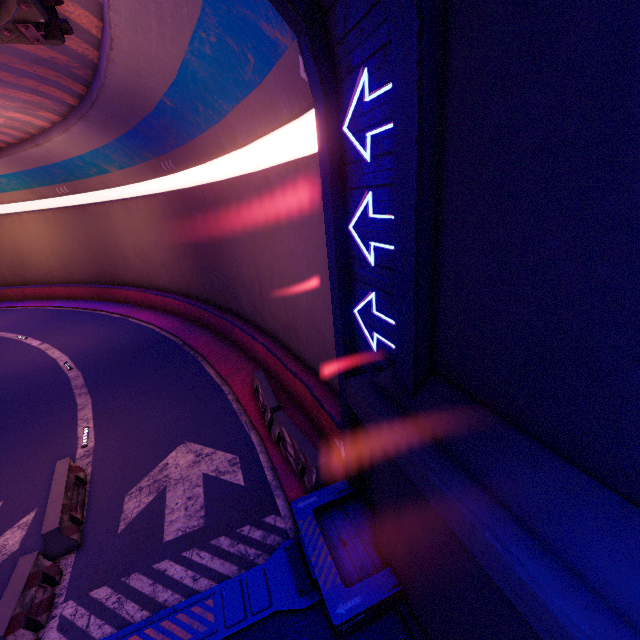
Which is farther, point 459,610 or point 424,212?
point 459,610

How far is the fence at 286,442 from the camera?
7.7 meters

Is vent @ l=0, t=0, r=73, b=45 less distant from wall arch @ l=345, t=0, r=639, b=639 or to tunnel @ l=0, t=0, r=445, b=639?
tunnel @ l=0, t=0, r=445, b=639

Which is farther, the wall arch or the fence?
the fence

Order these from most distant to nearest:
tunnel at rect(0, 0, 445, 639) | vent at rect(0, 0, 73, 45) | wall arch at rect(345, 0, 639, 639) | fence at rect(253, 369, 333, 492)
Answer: fence at rect(253, 369, 333, 492), vent at rect(0, 0, 73, 45), tunnel at rect(0, 0, 445, 639), wall arch at rect(345, 0, 639, 639)

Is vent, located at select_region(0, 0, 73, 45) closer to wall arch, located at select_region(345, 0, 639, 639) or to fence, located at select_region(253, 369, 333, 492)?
wall arch, located at select_region(345, 0, 639, 639)

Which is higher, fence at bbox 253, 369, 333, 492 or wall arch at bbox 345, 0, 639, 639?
wall arch at bbox 345, 0, 639, 639

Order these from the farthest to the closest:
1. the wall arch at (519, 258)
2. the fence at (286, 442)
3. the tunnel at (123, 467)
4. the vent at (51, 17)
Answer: the fence at (286, 442), the vent at (51, 17), the tunnel at (123, 467), the wall arch at (519, 258)
